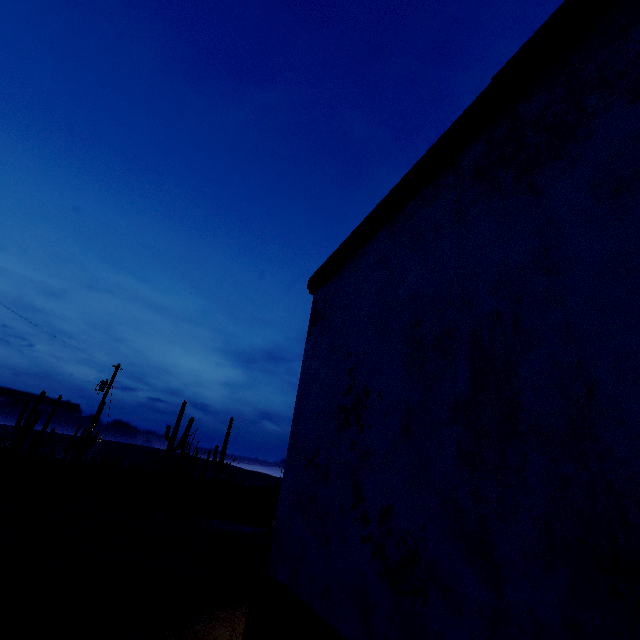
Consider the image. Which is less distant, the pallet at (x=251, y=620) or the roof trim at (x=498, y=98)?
the roof trim at (x=498, y=98)

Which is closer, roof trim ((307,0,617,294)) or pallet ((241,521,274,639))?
roof trim ((307,0,617,294))

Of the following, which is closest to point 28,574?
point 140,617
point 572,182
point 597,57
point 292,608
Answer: point 140,617

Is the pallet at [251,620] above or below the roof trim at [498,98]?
below

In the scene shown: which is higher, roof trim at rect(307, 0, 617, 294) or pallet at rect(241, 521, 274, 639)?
roof trim at rect(307, 0, 617, 294)
